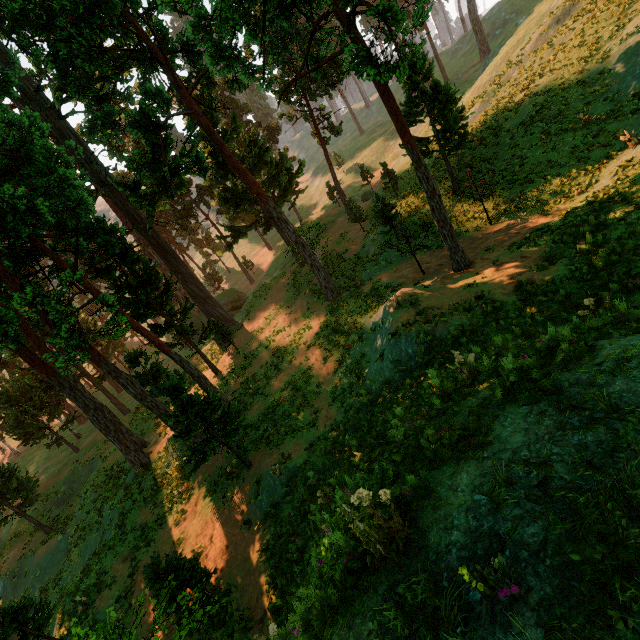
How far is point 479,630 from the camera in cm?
216

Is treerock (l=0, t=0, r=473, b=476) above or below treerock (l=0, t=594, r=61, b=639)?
above

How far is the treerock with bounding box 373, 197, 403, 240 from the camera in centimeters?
2198cm

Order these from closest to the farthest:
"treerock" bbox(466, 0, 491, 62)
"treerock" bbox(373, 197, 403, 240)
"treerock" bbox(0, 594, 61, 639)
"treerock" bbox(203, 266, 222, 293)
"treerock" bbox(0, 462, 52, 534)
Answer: "treerock" bbox(0, 594, 61, 639)
"treerock" bbox(373, 197, 403, 240)
"treerock" bbox(0, 462, 52, 534)
"treerock" bbox(466, 0, 491, 62)
"treerock" bbox(203, 266, 222, 293)

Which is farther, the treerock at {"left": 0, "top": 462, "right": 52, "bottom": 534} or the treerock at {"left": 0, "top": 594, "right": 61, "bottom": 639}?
the treerock at {"left": 0, "top": 462, "right": 52, "bottom": 534}

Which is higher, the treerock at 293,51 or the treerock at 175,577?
the treerock at 293,51
